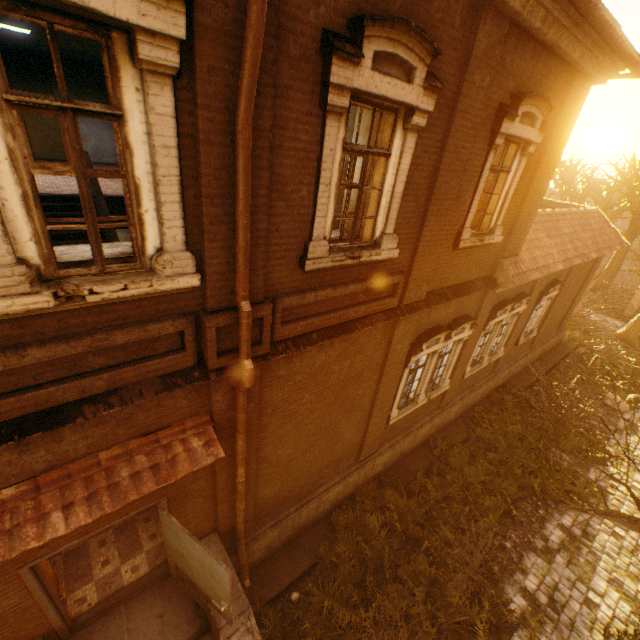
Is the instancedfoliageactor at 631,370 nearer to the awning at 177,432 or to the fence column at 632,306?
the fence column at 632,306

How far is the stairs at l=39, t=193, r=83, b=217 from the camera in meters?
8.9

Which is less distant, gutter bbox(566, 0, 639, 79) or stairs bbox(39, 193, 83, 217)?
gutter bbox(566, 0, 639, 79)

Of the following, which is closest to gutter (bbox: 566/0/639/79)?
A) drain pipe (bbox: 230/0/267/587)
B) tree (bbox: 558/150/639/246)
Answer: drain pipe (bbox: 230/0/267/587)

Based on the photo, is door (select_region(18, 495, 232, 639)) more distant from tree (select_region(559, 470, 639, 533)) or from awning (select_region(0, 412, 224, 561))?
tree (select_region(559, 470, 639, 533))

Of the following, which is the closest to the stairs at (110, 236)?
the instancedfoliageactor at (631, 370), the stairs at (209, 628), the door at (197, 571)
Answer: the door at (197, 571)

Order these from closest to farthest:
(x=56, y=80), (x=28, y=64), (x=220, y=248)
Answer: (x=220, y=248), (x=28, y=64), (x=56, y=80)
